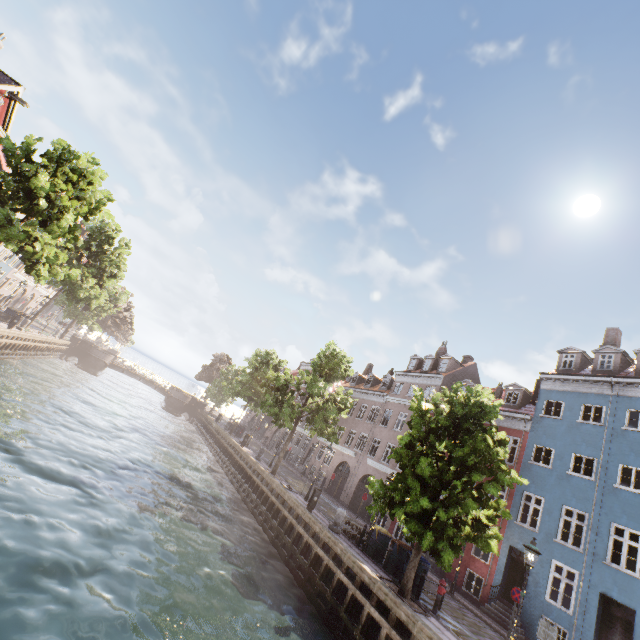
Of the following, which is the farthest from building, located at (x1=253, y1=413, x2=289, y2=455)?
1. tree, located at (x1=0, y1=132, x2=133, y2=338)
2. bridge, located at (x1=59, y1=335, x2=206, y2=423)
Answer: bridge, located at (x1=59, y1=335, x2=206, y2=423)

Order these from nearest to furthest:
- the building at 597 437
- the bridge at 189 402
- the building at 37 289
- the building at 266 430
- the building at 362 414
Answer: the building at 597 437 < the building at 362 414 < the building at 37 289 < the bridge at 189 402 < the building at 266 430

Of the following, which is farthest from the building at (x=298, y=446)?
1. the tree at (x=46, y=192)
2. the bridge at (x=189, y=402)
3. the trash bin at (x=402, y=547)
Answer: the bridge at (x=189, y=402)

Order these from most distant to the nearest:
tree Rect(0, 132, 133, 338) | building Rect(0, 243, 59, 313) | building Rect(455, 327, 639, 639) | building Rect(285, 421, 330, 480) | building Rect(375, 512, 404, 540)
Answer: building Rect(0, 243, 59, 313) → building Rect(285, 421, 330, 480) → building Rect(375, 512, 404, 540) → tree Rect(0, 132, 133, 338) → building Rect(455, 327, 639, 639)

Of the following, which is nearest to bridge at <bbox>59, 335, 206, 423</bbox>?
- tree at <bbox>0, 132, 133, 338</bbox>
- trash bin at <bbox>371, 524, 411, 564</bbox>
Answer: tree at <bbox>0, 132, 133, 338</bbox>

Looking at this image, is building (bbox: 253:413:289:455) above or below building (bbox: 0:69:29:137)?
below

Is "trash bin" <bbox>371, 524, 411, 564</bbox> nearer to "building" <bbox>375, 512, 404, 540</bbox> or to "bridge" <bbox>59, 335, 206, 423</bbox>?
"building" <bbox>375, 512, 404, 540</bbox>

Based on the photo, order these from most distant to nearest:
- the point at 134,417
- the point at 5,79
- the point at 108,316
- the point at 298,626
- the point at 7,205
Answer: the point at 108,316 < the point at 134,417 < the point at 5,79 < the point at 7,205 < the point at 298,626
